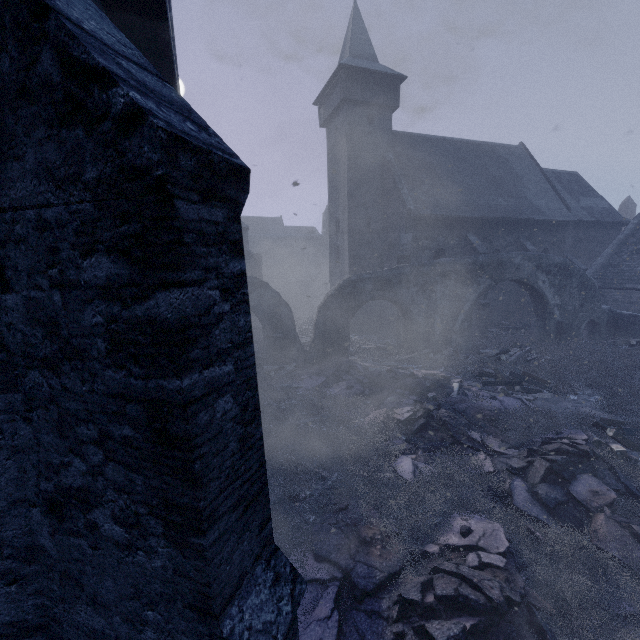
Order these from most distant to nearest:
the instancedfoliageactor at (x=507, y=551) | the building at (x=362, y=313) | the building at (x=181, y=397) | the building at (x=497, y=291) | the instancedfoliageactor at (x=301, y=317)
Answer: the instancedfoliageactor at (x=301, y=317), the building at (x=362, y=313), the building at (x=497, y=291), the instancedfoliageactor at (x=507, y=551), the building at (x=181, y=397)

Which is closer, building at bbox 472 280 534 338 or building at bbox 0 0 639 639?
building at bbox 0 0 639 639

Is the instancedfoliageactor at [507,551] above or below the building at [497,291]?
below

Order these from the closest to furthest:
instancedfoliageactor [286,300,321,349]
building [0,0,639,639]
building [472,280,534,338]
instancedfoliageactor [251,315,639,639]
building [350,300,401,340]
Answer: building [0,0,639,639]
instancedfoliageactor [251,315,639,639]
building [472,280,534,338]
building [350,300,401,340]
instancedfoliageactor [286,300,321,349]

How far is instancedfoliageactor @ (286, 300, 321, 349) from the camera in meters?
20.0

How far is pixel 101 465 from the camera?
1.9 meters

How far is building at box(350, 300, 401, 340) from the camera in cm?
1940
